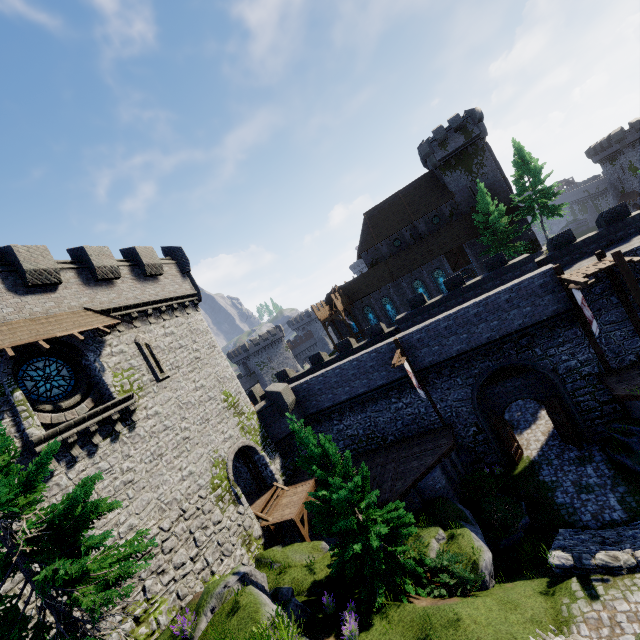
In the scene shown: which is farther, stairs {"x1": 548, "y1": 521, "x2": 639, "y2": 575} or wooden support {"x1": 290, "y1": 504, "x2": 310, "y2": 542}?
wooden support {"x1": 290, "y1": 504, "x2": 310, "y2": 542}

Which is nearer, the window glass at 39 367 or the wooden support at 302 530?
the window glass at 39 367

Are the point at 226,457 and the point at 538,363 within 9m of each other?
no

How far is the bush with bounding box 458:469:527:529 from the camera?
16.06m

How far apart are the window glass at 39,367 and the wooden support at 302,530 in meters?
12.5

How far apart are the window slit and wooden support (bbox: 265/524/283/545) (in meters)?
9.88

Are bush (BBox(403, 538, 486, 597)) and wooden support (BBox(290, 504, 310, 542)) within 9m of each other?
yes

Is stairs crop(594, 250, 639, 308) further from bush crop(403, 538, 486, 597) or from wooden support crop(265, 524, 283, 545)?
wooden support crop(265, 524, 283, 545)
